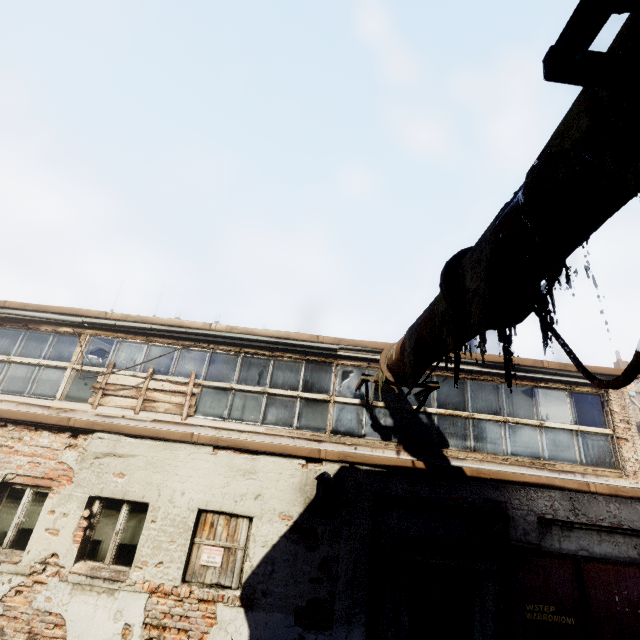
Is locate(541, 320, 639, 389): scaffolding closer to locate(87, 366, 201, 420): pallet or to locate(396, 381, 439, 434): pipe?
locate(396, 381, 439, 434): pipe

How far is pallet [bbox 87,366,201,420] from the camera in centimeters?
699cm

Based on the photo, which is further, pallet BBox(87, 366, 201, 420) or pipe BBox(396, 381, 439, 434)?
pallet BBox(87, 366, 201, 420)

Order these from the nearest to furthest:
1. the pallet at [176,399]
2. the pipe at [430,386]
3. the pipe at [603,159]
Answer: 1. the pipe at [603,159]
2. the pipe at [430,386]
3. the pallet at [176,399]

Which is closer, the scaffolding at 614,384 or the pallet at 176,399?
the scaffolding at 614,384

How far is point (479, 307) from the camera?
2.2 meters

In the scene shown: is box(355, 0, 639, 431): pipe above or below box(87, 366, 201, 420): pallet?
above

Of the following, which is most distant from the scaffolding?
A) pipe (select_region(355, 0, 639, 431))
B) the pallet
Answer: the pallet
